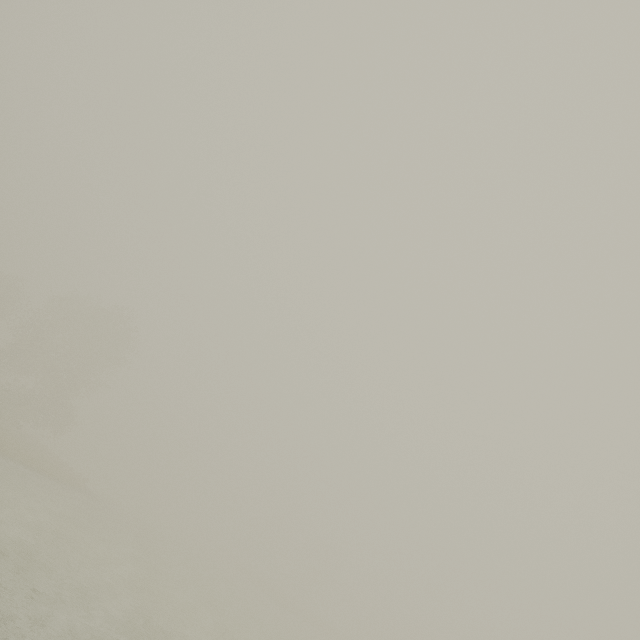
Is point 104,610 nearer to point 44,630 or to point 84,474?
point 44,630
